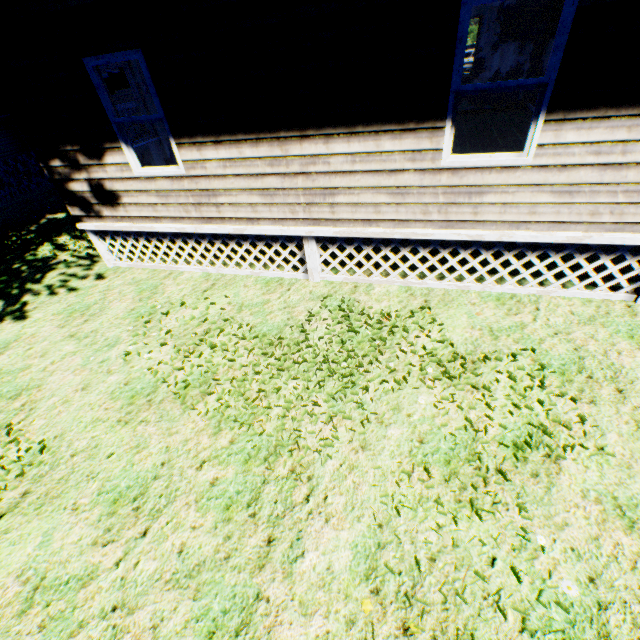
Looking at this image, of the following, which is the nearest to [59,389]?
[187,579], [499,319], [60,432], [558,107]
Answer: [60,432]
